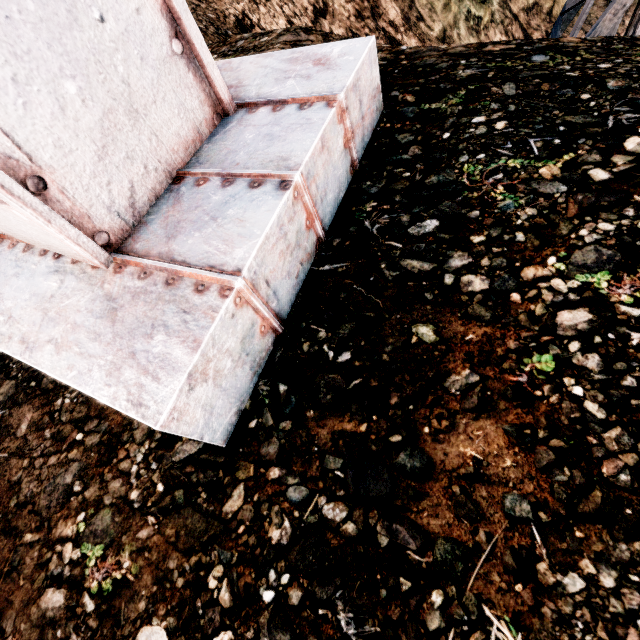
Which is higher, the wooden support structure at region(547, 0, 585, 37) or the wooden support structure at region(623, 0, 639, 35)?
the wooden support structure at region(623, 0, 639, 35)

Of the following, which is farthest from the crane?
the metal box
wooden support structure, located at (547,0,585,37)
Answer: wooden support structure, located at (547,0,585,37)

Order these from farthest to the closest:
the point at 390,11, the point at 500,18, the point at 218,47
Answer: the point at 500,18 → the point at 390,11 → the point at 218,47

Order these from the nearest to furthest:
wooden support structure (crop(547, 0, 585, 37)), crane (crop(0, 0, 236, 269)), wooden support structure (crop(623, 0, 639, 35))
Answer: crane (crop(0, 0, 236, 269)) → wooden support structure (crop(623, 0, 639, 35)) → wooden support structure (crop(547, 0, 585, 37))

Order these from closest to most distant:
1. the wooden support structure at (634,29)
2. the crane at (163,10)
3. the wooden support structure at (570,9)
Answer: the crane at (163,10), the wooden support structure at (634,29), the wooden support structure at (570,9)

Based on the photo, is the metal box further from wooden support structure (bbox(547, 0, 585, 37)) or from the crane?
wooden support structure (bbox(547, 0, 585, 37))

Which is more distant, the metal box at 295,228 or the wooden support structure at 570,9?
the wooden support structure at 570,9
